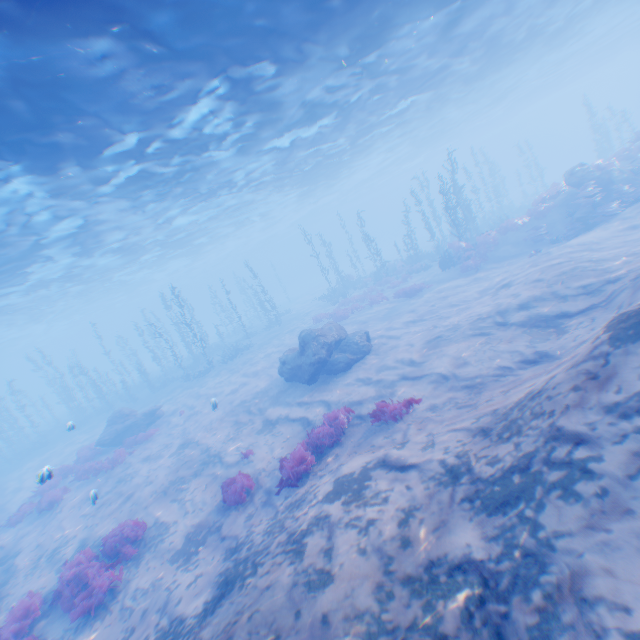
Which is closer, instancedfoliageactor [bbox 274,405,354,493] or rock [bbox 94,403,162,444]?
instancedfoliageactor [bbox 274,405,354,493]

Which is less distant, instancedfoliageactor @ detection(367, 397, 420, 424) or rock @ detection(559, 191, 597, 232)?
instancedfoliageactor @ detection(367, 397, 420, 424)

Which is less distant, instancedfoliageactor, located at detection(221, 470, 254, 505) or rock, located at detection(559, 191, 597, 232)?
instancedfoliageactor, located at detection(221, 470, 254, 505)

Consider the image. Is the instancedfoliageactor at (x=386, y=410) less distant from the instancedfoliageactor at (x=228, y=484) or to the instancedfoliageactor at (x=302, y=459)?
the instancedfoliageactor at (x=302, y=459)

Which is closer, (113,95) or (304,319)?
(113,95)

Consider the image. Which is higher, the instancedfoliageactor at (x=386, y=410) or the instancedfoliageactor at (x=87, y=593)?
the instancedfoliageactor at (x=386, y=410)

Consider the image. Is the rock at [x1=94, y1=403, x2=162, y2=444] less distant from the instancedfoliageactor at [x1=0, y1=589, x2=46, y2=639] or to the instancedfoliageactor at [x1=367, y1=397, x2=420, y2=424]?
the instancedfoliageactor at [x1=0, y1=589, x2=46, y2=639]

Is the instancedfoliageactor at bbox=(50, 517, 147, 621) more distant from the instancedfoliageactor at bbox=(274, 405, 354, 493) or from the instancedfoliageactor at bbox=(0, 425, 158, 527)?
the instancedfoliageactor at bbox=(0, 425, 158, 527)
